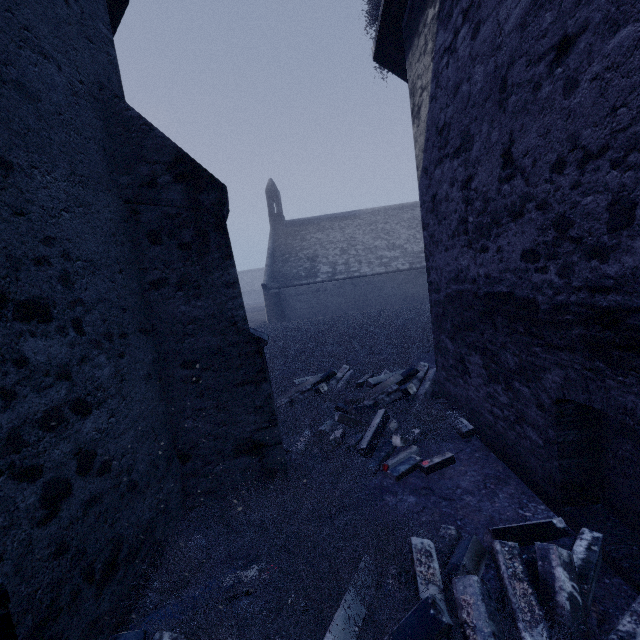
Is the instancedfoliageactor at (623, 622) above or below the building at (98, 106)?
below

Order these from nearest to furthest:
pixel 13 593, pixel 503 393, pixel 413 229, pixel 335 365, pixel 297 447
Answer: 1. pixel 13 593
2. pixel 503 393
3. pixel 297 447
4. pixel 335 365
5. pixel 413 229

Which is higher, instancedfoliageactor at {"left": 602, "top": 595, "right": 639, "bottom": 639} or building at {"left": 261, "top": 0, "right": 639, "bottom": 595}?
building at {"left": 261, "top": 0, "right": 639, "bottom": 595}
